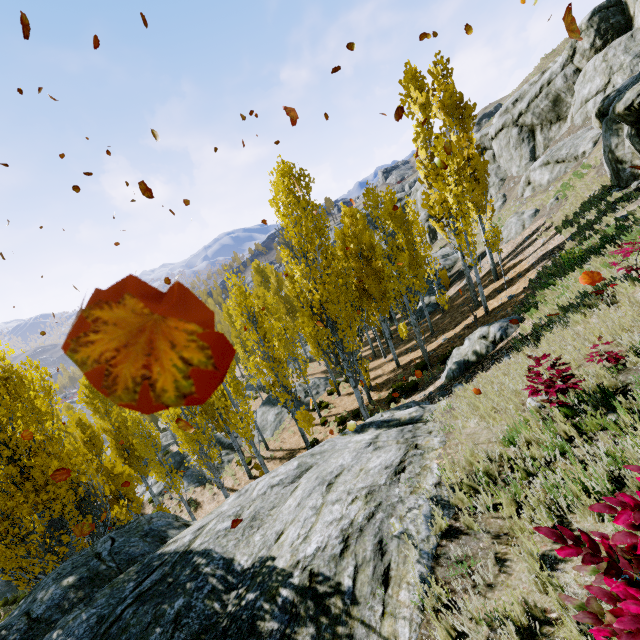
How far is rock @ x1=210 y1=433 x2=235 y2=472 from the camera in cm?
2245

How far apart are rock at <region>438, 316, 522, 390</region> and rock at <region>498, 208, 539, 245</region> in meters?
14.1 m

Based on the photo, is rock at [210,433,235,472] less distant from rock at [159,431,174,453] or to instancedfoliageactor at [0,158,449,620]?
instancedfoliageactor at [0,158,449,620]

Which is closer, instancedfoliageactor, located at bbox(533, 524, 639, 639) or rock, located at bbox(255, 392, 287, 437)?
instancedfoliageactor, located at bbox(533, 524, 639, 639)

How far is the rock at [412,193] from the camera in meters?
48.5 m

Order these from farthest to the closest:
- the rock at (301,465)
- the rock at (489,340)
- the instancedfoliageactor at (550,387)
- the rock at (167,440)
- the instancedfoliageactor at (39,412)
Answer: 1. the rock at (167,440)
2. the rock at (489,340)
3. the instancedfoliageactor at (39,412)
4. the instancedfoliageactor at (550,387)
5. the rock at (301,465)

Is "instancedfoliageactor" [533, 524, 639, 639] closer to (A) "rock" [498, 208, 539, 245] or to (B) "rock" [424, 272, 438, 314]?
(B) "rock" [424, 272, 438, 314]

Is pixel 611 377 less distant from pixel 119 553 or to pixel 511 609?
pixel 511 609
